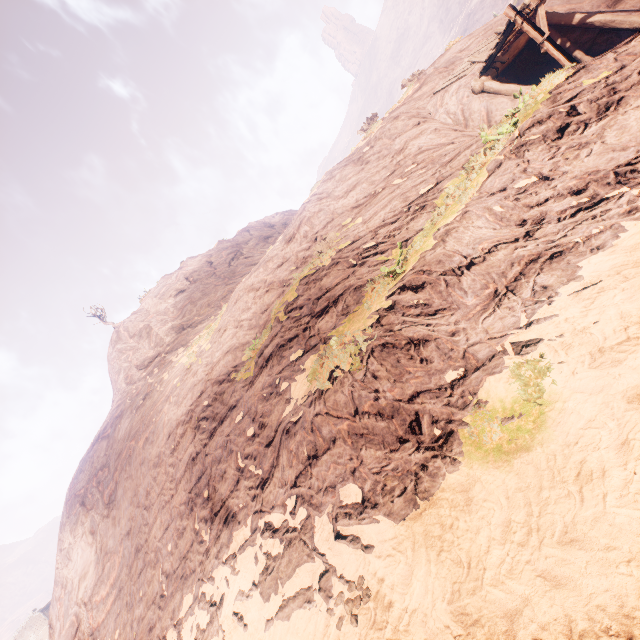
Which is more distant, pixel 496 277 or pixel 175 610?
pixel 175 610
